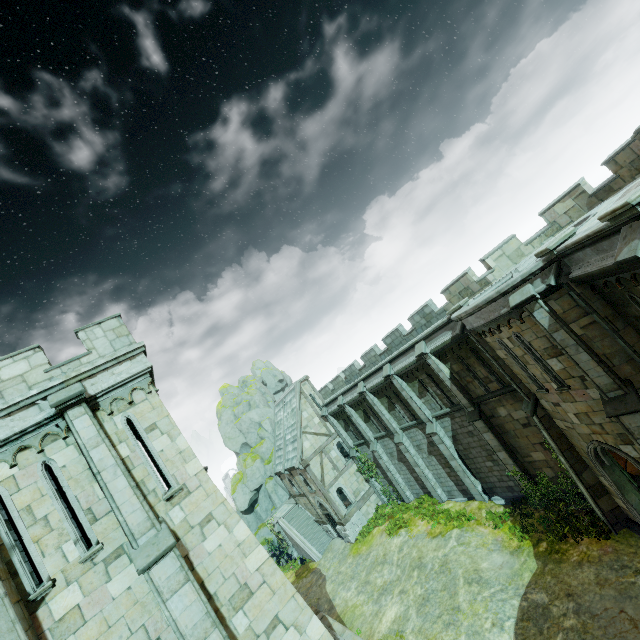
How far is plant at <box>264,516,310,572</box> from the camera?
29.7m

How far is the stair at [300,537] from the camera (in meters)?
29.05

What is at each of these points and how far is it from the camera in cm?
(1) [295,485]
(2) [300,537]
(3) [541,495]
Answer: (1) building, 3178
(2) stair, 3020
(3) plant, 1608

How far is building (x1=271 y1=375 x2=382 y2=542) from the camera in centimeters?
2739cm

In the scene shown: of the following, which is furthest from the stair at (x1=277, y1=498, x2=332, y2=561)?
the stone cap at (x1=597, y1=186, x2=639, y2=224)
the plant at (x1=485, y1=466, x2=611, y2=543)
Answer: the stone cap at (x1=597, y1=186, x2=639, y2=224)

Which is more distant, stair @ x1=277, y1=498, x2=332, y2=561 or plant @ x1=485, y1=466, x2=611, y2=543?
stair @ x1=277, y1=498, x2=332, y2=561

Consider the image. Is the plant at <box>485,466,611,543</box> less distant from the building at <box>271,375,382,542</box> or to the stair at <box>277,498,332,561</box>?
the building at <box>271,375,382,542</box>

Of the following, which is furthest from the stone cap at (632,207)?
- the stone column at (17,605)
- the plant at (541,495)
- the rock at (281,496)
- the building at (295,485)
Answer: the rock at (281,496)
